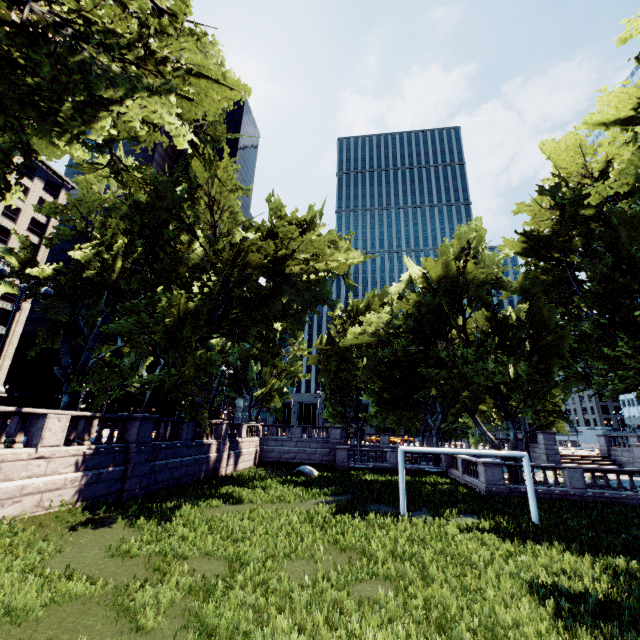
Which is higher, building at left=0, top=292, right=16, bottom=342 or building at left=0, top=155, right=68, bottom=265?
building at left=0, top=155, right=68, bottom=265

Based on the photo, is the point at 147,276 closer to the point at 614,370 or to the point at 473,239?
the point at 473,239

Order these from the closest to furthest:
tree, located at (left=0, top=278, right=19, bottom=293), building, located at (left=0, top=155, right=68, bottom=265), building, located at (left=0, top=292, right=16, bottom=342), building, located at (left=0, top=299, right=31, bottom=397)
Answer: tree, located at (left=0, top=278, right=19, bottom=293)
building, located at (left=0, top=299, right=31, bottom=397)
building, located at (left=0, top=292, right=16, bottom=342)
building, located at (left=0, top=155, right=68, bottom=265)

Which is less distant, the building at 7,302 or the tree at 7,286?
the tree at 7,286

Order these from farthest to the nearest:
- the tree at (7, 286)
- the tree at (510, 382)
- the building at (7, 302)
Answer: the building at (7, 302) < the tree at (7, 286) < the tree at (510, 382)

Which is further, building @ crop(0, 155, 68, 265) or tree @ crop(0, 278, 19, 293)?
building @ crop(0, 155, 68, 265)
